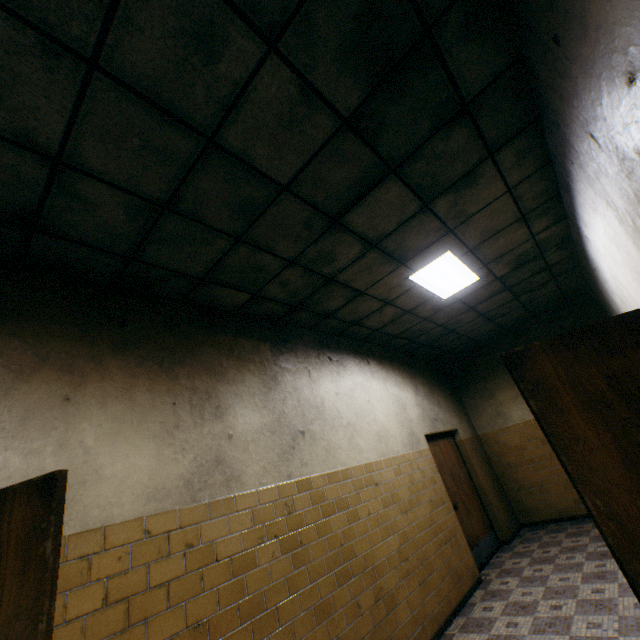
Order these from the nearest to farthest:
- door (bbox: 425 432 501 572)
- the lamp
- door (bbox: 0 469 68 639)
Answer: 1. door (bbox: 0 469 68 639)
2. the lamp
3. door (bbox: 425 432 501 572)

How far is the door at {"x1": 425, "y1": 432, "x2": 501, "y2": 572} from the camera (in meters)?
5.62

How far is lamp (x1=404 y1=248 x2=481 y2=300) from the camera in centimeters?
424cm

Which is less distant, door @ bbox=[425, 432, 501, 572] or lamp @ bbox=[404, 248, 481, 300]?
lamp @ bbox=[404, 248, 481, 300]

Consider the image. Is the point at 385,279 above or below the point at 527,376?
above

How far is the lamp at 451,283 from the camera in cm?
424

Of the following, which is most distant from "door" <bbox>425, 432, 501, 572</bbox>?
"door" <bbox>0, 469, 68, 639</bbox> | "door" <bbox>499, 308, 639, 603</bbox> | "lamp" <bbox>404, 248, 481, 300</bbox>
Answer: "door" <bbox>0, 469, 68, 639</bbox>

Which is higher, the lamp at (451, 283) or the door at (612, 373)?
the lamp at (451, 283)
